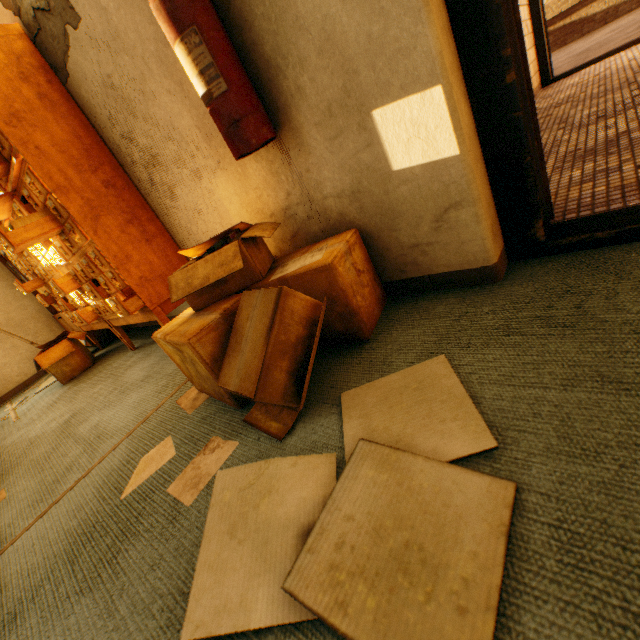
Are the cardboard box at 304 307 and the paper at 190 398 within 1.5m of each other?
yes

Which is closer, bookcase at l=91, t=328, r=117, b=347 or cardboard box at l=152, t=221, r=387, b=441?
cardboard box at l=152, t=221, r=387, b=441

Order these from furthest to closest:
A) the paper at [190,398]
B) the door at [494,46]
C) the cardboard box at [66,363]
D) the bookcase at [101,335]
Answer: the bookcase at [101,335]
the cardboard box at [66,363]
the paper at [190,398]
the door at [494,46]

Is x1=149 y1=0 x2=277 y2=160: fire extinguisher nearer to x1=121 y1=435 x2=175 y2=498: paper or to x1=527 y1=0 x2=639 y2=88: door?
x1=121 y1=435 x2=175 y2=498: paper

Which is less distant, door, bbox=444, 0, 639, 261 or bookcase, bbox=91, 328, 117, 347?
door, bbox=444, 0, 639, 261

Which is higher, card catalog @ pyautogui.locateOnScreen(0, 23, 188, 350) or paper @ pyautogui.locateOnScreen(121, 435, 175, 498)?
card catalog @ pyautogui.locateOnScreen(0, 23, 188, 350)

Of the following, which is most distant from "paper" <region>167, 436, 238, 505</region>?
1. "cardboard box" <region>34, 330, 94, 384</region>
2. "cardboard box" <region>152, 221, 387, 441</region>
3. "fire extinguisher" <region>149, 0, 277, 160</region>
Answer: "cardboard box" <region>34, 330, 94, 384</region>

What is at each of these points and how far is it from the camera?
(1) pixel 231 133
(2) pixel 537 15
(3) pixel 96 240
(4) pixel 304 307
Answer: (1) fire extinguisher, 1.1 meters
(2) door, 4.0 meters
(3) card catalog, 1.8 meters
(4) cardboard box, 1.0 meters
